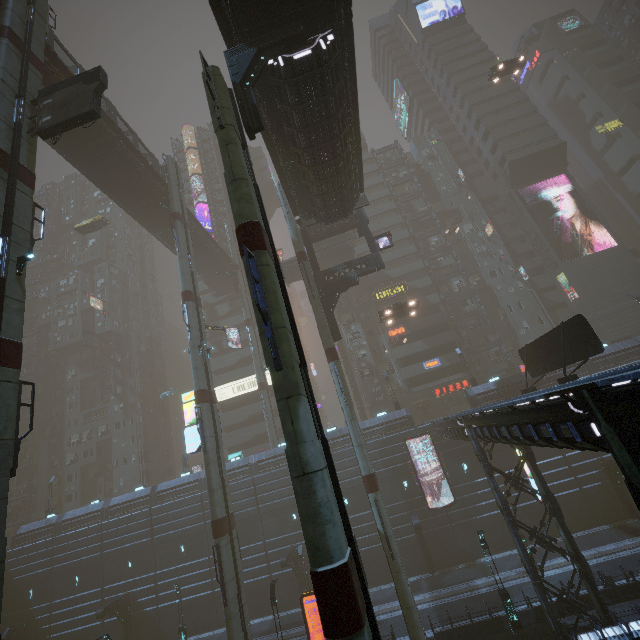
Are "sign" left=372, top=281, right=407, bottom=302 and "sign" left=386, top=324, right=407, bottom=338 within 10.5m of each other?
yes

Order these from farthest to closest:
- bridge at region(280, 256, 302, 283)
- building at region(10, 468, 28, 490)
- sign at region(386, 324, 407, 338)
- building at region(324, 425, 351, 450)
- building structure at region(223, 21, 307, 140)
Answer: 1. building at region(10, 468, 28, 490)
2. bridge at region(280, 256, 302, 283)
3. sign at region(386, 324, 407, 338)
4. building at region(324, 425, 351, 450)
5. building structure at region(223, 21, 307, 140)

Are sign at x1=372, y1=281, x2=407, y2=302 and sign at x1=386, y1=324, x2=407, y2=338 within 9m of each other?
yes

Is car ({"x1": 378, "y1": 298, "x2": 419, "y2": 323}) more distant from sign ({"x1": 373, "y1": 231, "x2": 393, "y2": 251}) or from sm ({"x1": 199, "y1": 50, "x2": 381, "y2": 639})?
sm ({"x1": 199, "y1": 50, "x2": 381, "y2": 639})

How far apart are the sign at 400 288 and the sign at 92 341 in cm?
4833

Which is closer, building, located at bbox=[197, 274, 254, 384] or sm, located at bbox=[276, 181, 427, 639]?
sm, located at bbox=[276, 181, 427, 639]

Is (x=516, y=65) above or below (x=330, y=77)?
above

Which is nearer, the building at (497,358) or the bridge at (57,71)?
the bridge at (57,71)
